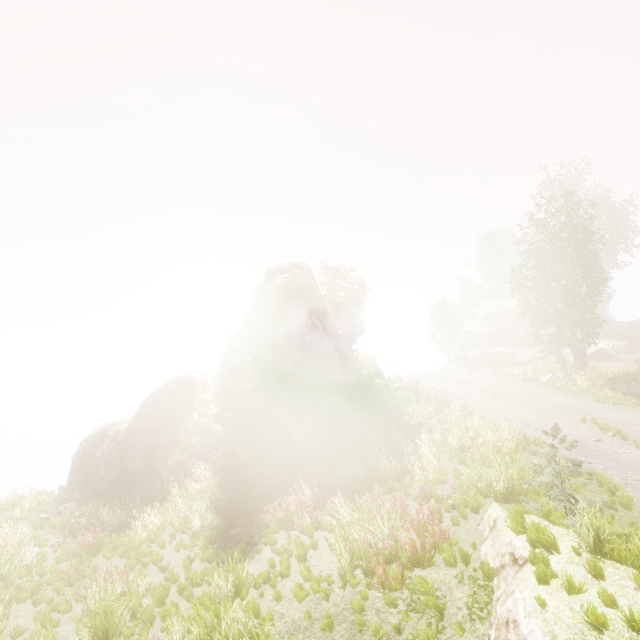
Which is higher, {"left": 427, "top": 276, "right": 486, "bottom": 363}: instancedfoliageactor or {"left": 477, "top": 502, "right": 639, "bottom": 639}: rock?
{"left": 427, "top": 276, "right": 486, "bottom": 363}: instancedfoliageactor

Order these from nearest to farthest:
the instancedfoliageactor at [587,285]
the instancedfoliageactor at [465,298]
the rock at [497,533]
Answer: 1. the rock at [497,533]
2. the instancedfoliageactor at [587,285]
3. the instancedfoliageactor at [465,298]

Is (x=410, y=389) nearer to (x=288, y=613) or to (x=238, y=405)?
(x=238, y=405)

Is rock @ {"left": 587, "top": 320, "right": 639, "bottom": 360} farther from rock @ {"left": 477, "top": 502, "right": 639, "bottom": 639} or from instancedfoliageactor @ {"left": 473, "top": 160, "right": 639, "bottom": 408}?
rock @ {"left": 477, "top": 502, "right": 639, "bottom": 639}

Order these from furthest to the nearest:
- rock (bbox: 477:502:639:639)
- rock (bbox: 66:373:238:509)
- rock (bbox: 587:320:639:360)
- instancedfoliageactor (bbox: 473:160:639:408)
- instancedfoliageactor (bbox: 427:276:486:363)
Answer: instancedfoliageactor (bbox: 427:276:486:363), rock (bbox: 587:320:639:360), instancedfoliageactor (bbox: 473:160:639:408), rock (bbox: 66:373:238:509), rock (bbox: 477:502:639:639)

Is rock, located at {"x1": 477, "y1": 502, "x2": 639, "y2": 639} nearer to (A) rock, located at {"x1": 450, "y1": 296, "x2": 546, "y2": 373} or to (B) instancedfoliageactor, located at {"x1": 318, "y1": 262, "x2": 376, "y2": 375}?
(B) instancedfoliageactor, located at {"x1": 318, "y1": 262, "x2": 376, "y2": 375}

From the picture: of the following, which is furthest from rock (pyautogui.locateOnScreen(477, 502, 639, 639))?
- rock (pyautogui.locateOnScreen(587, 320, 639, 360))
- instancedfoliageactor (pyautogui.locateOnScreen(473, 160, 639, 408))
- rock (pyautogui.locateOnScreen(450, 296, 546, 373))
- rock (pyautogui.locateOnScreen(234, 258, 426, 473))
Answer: rock (pyautogui.locateOnScreen(450, 296, 546, 373))

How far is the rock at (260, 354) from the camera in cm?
1573
